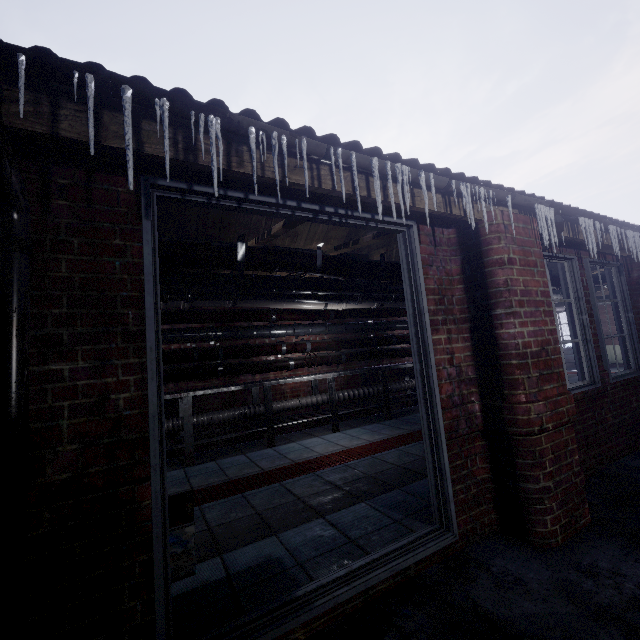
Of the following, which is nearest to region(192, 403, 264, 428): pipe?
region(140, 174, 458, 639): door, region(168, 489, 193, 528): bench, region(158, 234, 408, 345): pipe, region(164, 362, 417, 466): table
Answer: region(164, 362, 417, 466): table

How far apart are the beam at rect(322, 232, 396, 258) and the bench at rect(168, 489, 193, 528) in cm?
151

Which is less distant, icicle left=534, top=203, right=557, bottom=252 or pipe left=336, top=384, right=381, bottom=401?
icicle left=534, top=203, right=557, bottom=252

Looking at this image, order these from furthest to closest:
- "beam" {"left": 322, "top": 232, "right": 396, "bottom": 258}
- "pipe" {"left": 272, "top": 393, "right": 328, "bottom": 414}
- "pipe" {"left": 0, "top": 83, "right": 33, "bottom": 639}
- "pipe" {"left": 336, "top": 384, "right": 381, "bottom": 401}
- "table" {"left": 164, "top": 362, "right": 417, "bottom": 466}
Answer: "pipe" {"left": 336, "top": 384, "right": 381, "bottom": 401} < "pipe" {"left": 272, "top": 393, "right": 328, "bottom": 414} < "table" {"left": 164, "top": 362, "right": 417, "bottom": 466} < "beam" {"left": 322, "top": 232, "right": 396, "bottom": 258} < "pipe" {"left": 0, "top": 83, "right": 33, "bottom": 639}

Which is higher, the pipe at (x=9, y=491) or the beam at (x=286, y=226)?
the beam at (x=286, y=226)

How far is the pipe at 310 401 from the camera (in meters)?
4.75

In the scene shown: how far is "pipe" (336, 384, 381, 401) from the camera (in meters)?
5.29

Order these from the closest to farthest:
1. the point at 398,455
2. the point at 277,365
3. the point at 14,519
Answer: the point at 14,519 < the point at 398,455 < the point at 277,365
